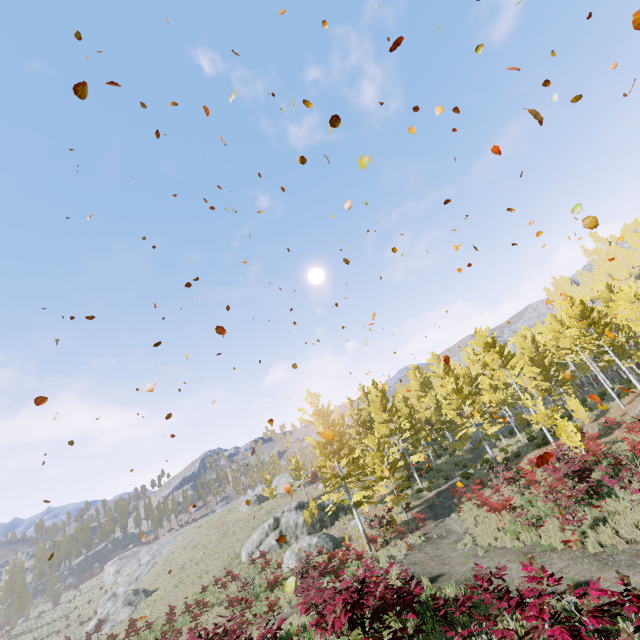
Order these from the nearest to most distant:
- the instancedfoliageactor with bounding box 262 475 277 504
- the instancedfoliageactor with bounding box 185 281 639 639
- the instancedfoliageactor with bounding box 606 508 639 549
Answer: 1. the instancedfoliageactor with bounding box 185 281 639 639
2. the instancedfoliageactor with bounding box 606 508 639 549
3. the instancedfoliageactor with bounding box 262 475 277 504

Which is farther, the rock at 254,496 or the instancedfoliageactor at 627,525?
the rock at 254,496

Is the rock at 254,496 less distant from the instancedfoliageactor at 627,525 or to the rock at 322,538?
the instancedfoliageactor at 627,525

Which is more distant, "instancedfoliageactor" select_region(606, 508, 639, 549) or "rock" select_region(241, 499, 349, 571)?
"rock" select_region(241, 499, 349, 571)

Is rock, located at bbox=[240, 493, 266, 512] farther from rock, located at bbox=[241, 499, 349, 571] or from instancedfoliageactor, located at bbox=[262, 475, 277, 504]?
rock, located at bbox=[241, 499, 349, 571]

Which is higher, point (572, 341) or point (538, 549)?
point (572, 341)

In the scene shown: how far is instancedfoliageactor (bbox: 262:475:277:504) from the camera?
37.2m
